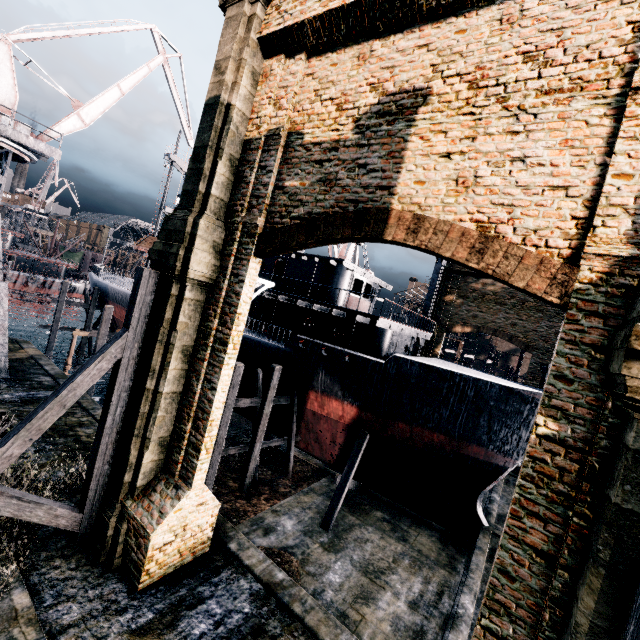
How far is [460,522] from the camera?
18.27m

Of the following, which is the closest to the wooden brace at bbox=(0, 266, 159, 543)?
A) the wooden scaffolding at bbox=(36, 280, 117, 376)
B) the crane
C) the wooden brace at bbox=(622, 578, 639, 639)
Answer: the wooden brace at bbox=(622, 578, 639, 639)

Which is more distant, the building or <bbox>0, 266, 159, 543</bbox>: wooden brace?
<bbox>0, 266, 159, 543</bbox>: wooden brace

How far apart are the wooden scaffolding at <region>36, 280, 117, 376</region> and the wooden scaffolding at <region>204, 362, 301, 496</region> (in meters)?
23.51

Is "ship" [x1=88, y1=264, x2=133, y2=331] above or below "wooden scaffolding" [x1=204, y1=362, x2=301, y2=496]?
above

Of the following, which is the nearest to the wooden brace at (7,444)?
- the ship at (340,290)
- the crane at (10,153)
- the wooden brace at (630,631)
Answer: the ship at (340,290)

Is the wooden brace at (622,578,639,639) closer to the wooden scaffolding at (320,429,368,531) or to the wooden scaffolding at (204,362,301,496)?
the wooden scaffolding at (320,429,368,531)

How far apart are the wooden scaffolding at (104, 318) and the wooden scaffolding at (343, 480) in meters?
28.6
